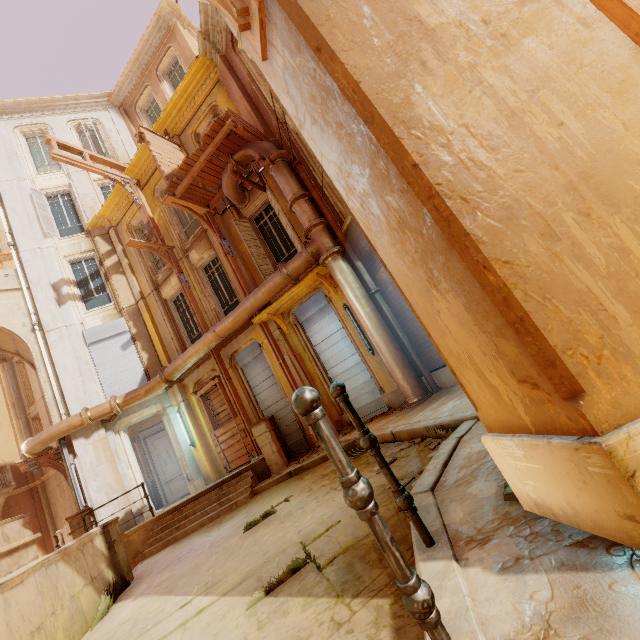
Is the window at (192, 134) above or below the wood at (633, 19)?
above

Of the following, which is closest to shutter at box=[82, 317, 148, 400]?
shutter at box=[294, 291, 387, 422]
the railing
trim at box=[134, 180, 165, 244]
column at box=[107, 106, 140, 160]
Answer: trim at box=[134, 180, 165, 244]

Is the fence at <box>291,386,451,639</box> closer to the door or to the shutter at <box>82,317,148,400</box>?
the shutter at <box>82,317,148,400</box>

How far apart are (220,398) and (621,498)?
11.91m

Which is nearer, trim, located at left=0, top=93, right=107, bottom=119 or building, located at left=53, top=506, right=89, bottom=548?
building, located at left=53, top=506, right=89, bottom=548

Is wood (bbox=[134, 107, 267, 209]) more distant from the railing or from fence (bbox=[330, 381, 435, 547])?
the railing

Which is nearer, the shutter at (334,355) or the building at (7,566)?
the shutter at (334,355)

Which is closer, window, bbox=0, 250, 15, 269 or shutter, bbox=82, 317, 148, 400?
shutter, bbox=82, 317, 148, 400
